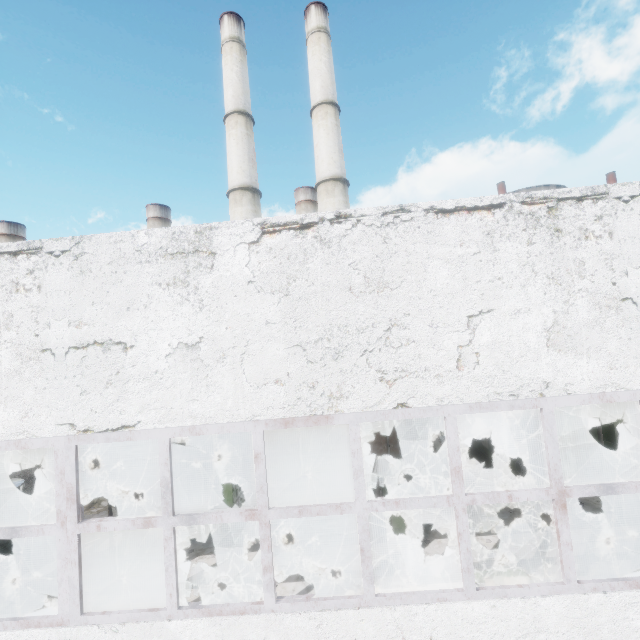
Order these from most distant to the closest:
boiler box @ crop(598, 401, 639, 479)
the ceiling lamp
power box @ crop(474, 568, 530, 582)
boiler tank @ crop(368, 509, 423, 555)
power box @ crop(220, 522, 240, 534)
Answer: boiler box @ crop(598, 401, 639, 479), power box @ crop(220, 522, 240, 534), boiler tank @ crop(368, 509, 423, 555), the ceiling lamp, power box @ crop(474, 568, 530, 582)

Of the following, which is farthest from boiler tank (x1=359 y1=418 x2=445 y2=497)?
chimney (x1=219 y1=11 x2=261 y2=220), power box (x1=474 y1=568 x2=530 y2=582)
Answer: chimney (x1=219 y1=11 x2=261 y2=220)

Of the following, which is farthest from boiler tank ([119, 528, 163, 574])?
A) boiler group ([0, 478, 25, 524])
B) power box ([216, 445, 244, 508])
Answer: boiler group ([0, 478, 25, 524])

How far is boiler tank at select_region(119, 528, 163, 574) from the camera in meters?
9.2

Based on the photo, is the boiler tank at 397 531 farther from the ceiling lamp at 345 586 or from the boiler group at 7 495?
the boiler group at 7 495

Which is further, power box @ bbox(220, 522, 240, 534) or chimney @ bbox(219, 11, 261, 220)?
chimney @ bbox(219, 11, 261, 220)

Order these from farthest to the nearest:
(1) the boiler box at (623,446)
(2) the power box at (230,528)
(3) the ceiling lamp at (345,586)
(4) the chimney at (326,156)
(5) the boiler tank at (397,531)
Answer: (4) the chimney at (326,156), (1) the boiler box at (623,446), (2) the power box at (230,528), (5) the boiler tank at (397,531), (3) the ceiling lamp at (345,586)

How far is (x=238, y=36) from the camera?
25.7m
